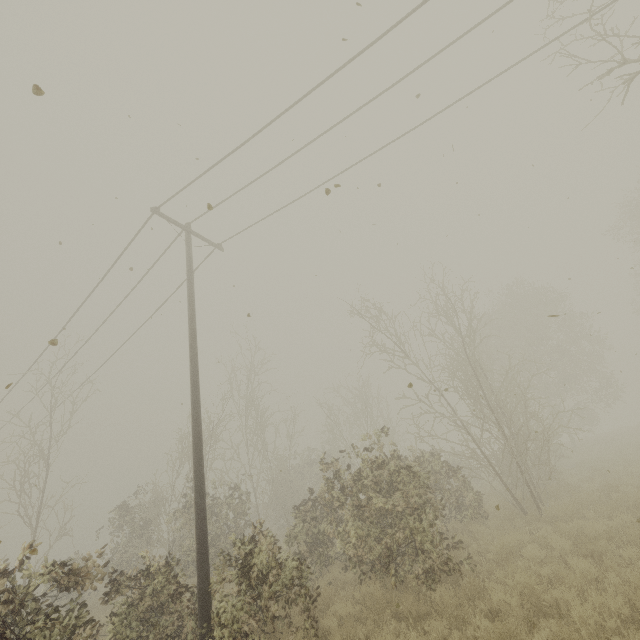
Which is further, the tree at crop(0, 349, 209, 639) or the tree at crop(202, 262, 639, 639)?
the tree at crop(202, 262, 639, 639)

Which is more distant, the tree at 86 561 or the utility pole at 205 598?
the utility pole at 205 598

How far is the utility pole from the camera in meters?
6.8 m

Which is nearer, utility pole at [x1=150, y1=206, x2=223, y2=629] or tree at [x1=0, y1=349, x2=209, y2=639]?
tree at [x1=0, y1=349, x2=209, y2=639]

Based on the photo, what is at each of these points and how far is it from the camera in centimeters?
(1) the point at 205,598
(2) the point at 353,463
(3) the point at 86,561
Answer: (1) utility pole, 677cm
(2) tree, 2355cm
(3) tree, 629cm

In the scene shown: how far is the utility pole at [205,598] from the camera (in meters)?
6.83
